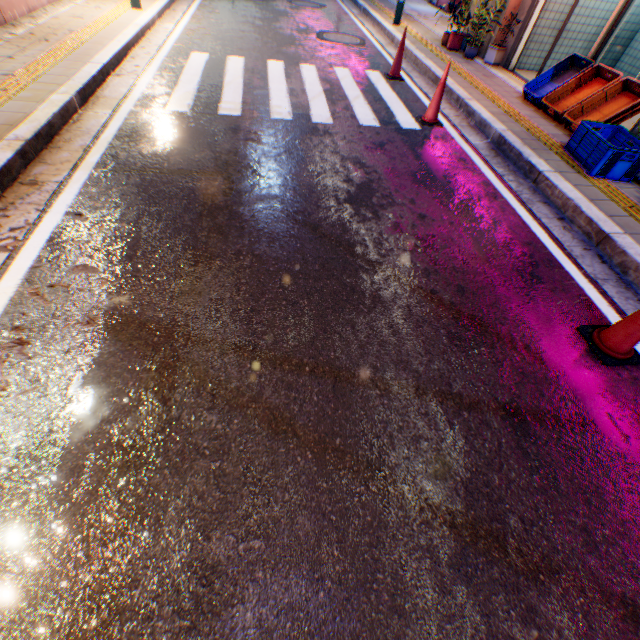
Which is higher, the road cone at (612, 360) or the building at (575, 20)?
the building at (575, 20)

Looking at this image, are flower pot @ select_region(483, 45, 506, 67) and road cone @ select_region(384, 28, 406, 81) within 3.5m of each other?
yes

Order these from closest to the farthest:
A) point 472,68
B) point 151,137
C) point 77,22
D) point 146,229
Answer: point 146,229
point 151,137
point 77,22
point 472,68

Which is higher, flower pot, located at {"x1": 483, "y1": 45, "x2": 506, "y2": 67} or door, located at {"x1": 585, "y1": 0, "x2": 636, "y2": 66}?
door, located at {"x1": 585, "y1": 0, "x2": 636, "y2": 66}

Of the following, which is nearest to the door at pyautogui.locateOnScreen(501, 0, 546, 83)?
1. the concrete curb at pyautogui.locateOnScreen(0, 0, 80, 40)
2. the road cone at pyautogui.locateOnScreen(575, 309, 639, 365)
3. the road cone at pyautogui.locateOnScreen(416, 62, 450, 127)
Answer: the road cone at pyautogui.locateOnScreen(416, 62, 450, 127)

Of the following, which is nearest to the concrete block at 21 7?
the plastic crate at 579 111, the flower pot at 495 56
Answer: the plastic crate at 579 111

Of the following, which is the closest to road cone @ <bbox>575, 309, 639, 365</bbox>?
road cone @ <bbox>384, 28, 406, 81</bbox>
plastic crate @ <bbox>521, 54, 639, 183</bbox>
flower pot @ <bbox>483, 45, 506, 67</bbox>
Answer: plastic crate @ <bbox>521, 54, 639, 183</bbox>

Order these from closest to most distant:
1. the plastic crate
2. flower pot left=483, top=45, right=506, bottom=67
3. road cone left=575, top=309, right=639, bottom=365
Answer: road cone left=575, top=309, right=639, bottom=365 → the plastic crate → flower pot left=483, top=45, right=506, bottom=67
